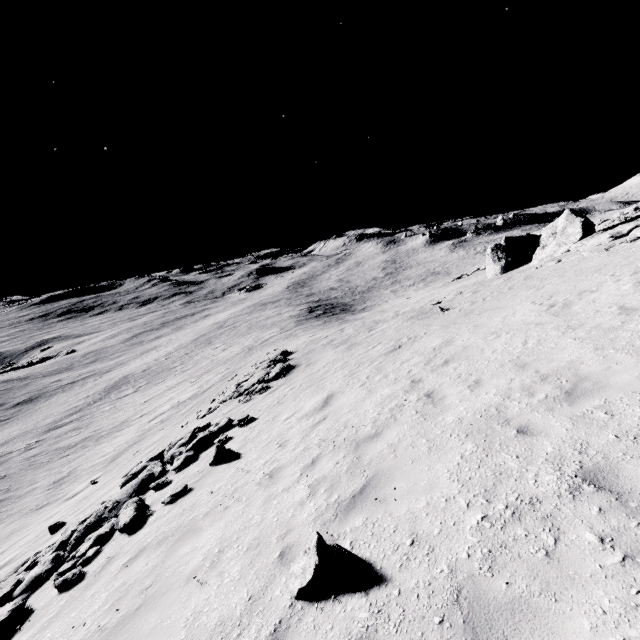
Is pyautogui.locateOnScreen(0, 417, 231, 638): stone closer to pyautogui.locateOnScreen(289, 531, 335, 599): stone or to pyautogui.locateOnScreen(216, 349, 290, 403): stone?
pyautogui.locateOnScreen(216, 349, 290, 403): stone

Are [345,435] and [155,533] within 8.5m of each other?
yes

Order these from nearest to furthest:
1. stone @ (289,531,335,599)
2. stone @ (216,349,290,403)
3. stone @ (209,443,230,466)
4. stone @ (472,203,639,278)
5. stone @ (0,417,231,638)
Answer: stone @ (289,531,335,599)
stone @ (0,417,231,638)
stone @ (209,443,230,466)
stone @ (472,203,639,278)
stone @ (216,349,290,403)

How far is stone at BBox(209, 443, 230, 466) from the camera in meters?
9.9 m

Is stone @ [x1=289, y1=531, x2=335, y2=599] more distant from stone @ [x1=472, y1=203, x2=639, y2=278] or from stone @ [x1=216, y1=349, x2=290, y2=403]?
stone @ [x1=472, y1=203, x2=639, y2=278]

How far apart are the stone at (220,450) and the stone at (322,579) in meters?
6.0

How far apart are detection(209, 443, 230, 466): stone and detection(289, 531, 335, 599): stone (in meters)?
6.04

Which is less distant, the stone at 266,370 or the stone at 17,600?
the stone at 17,600
